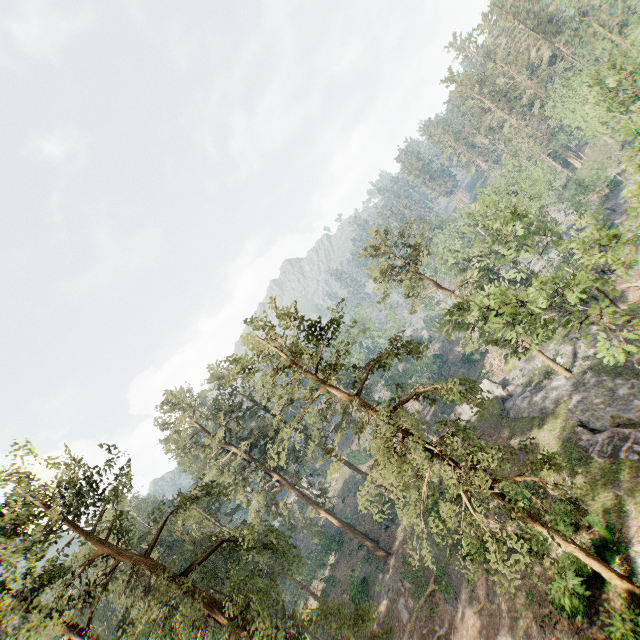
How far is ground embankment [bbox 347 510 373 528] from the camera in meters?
46.5 m

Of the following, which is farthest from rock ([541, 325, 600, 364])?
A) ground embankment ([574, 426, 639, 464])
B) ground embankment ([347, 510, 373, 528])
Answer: ground embankment ([347, 510, 373, 528])

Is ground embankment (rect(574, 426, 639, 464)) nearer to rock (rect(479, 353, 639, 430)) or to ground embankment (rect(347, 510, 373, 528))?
rock (rect(479, 353, 639, 430))

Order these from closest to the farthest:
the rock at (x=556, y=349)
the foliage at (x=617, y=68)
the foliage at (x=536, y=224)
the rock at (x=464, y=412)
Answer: the foliage at (x=536, y=224) → the foliage at (x=617, y=68) → the rock at (x=556, y=349) → the rock at (x=464, y=412)

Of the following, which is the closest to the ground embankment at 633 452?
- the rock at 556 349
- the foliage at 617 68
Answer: the rock at 556 349

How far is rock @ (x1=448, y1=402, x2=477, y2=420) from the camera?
42.0 meters

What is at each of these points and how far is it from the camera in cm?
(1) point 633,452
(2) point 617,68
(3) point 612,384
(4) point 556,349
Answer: (1) ground embankment, 2100
(2) foliage, 2709
(3) rock, 2778
(4) rock, 3725
